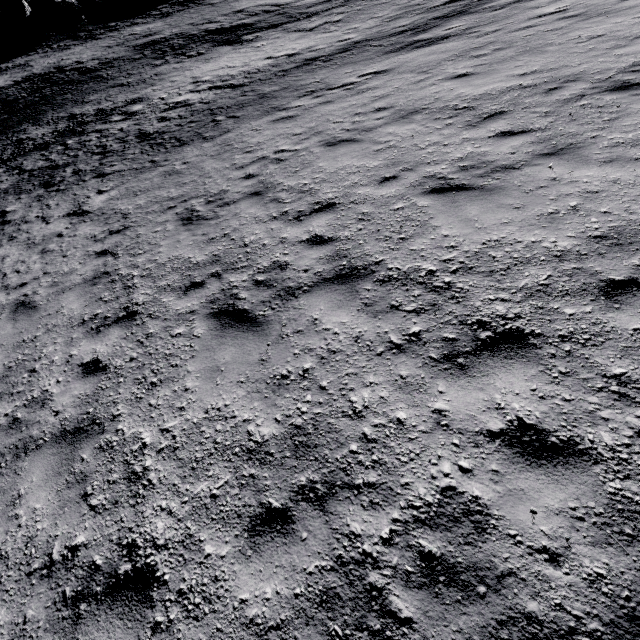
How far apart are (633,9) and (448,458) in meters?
13.0
